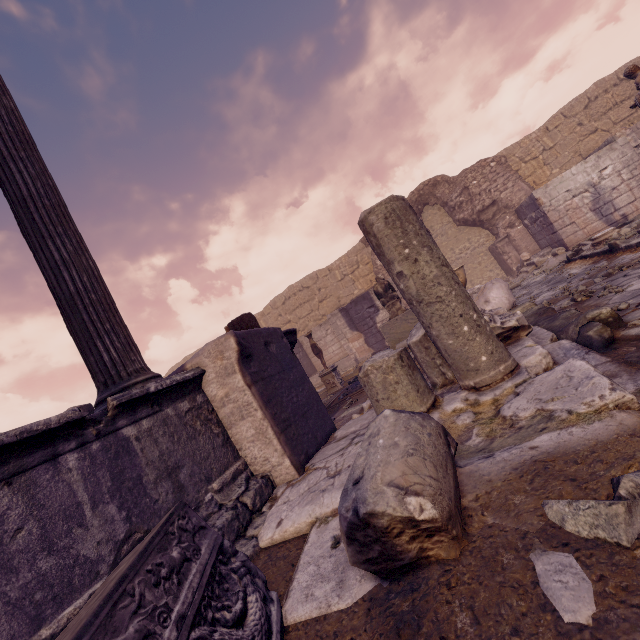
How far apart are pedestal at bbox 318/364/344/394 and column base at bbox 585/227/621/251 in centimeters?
723cm

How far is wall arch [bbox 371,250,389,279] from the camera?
15.4m

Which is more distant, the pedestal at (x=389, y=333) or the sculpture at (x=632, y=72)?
the pedestal at (x=389, y=333)

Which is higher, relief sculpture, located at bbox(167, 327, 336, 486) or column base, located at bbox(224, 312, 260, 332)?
column base, located at bbox(224, 312, 260, 332)

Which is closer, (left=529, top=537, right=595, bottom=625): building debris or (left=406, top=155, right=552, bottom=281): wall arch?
(left=529, top=537, right=595, bottom=625): building debris

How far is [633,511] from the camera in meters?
1.0 m

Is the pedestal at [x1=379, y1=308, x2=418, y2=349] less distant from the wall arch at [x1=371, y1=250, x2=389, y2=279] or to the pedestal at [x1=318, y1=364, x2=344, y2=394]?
the pedestal at [x1=318, y1=364, x2=344, y2=394]

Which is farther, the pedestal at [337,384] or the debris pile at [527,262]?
the debris pile at [527,262]
